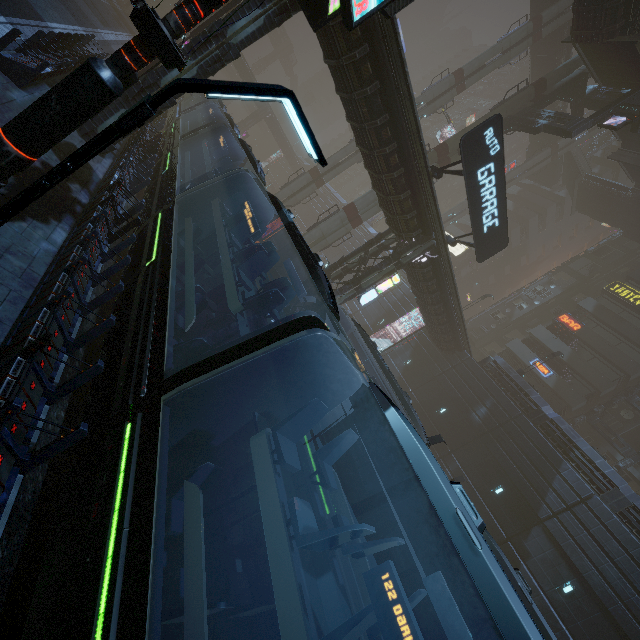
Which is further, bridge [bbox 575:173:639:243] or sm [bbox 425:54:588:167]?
bridge [bbox 575:173:639:243]

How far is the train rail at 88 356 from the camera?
7.59m

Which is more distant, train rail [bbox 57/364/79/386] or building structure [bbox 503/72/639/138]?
building structure [bbox 503/72/639/138]

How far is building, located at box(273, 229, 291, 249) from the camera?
54.31m

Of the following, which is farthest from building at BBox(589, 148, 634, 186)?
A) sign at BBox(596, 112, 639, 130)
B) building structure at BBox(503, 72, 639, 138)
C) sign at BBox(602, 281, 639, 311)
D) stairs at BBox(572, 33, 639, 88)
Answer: sign at BBox(596, 112, 639, 130)

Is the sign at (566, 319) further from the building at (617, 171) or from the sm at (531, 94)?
the sm at (531, 94)

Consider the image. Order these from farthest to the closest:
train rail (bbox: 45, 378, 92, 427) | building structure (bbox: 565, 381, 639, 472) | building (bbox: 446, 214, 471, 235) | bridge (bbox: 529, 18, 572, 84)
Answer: building (bbox: 446, 214, 471, 235), bridge (bbox: 529, 18, 572, 84), building structure (bbox: 565, 381, 639, 472), train rail (bbox: 45, 378, 92, 427)

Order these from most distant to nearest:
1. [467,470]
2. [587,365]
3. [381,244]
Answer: [587,365] → [467,470] → [381,244]
